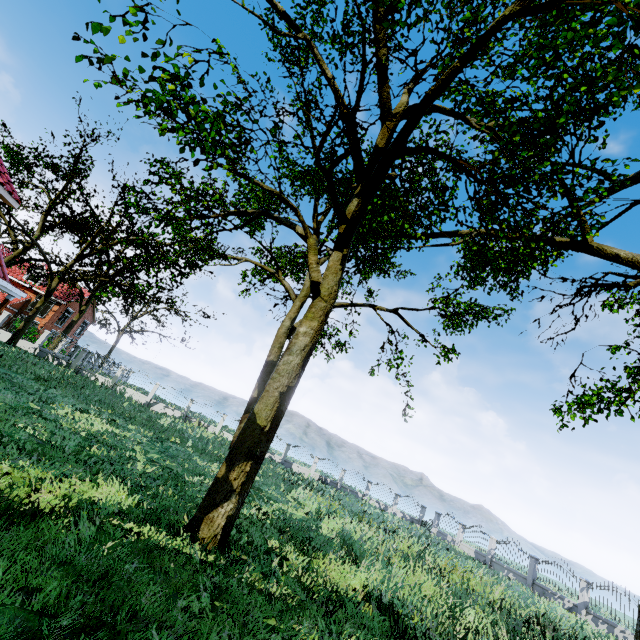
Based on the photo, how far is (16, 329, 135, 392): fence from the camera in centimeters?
2598cm

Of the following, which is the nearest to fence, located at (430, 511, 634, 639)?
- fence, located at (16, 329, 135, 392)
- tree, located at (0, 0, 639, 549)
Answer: tree, located at (0, 0, 639, 549)

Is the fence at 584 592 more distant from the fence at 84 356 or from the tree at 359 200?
the fence at 84 356

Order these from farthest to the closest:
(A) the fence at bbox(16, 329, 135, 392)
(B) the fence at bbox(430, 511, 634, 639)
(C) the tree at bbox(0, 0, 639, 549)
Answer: (A) the fence at bbox(16, 329, 135, 392) < (B) the fence at bbox(430, 511, 634, 639) < (C) the tree at bbox(0, 0, 639, 549)

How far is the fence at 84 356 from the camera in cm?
2598

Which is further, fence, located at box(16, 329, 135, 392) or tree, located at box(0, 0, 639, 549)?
fence, located at box(16, 329, 135, 392)

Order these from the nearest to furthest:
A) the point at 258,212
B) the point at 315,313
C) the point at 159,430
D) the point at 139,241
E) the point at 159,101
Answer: the point at 159,101 < the point at 315,313 < the point at 139,241 < the point at 258,212 < the point at 159,430

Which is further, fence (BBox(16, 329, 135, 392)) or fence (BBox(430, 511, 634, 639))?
fence (BBox(16, 329, 135, 392))
